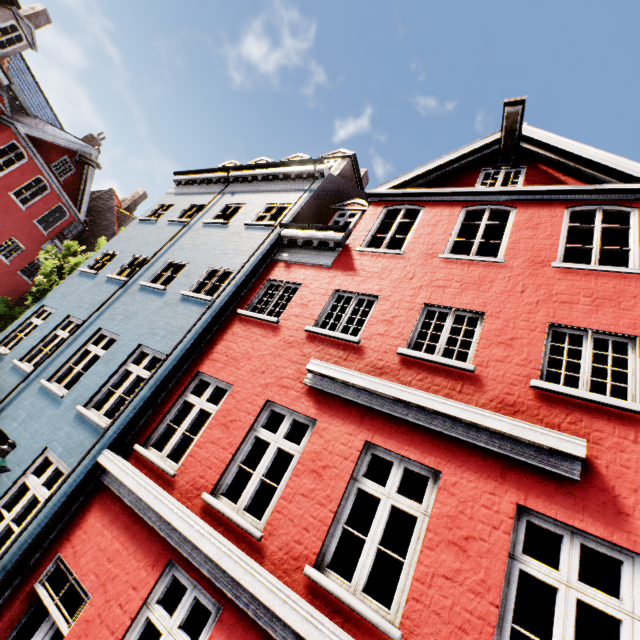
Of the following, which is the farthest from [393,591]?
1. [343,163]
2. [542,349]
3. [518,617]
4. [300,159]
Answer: [300,159]
